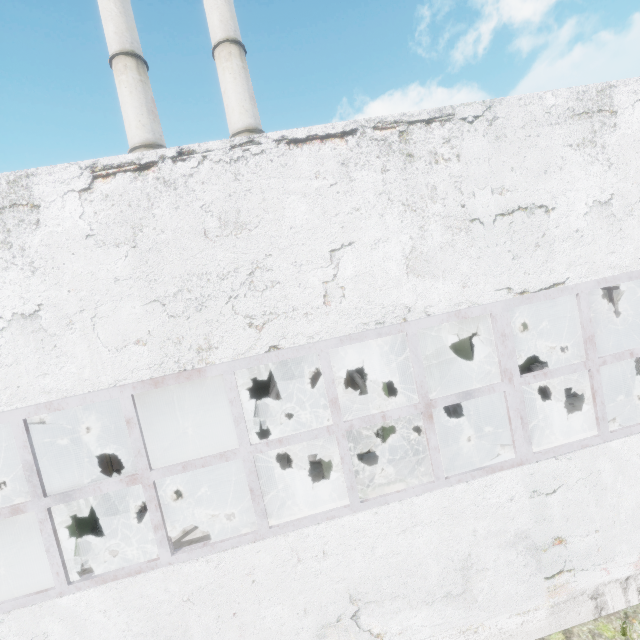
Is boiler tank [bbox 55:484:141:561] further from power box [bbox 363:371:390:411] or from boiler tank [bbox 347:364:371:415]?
power box [bbox 363:371:390:411]

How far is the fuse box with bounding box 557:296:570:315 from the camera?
24.7m

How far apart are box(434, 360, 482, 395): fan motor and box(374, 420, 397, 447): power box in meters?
2.1

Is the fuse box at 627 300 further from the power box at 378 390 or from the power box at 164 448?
the power box at 164 448

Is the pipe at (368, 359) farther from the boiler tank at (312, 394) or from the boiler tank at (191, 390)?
the boiler tank at (191, 390)

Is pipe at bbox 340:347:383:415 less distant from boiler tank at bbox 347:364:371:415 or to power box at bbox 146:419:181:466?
boiler tank at bbox 347:364:371:415

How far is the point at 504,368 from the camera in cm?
471
